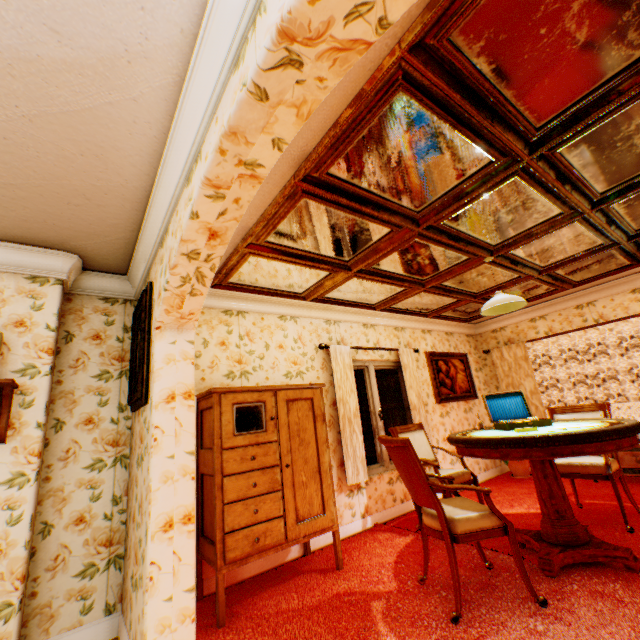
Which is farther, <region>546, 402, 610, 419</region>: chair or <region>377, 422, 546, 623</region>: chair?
<region>546, 402, 610, 419</region>: chair

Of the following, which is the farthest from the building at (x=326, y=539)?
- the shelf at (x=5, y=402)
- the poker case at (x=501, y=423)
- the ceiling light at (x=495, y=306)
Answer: the ceiling light at (x=495, y=306)

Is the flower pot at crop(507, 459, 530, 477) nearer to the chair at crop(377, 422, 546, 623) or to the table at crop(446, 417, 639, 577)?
the table at crop(446, 417, 639, 577)

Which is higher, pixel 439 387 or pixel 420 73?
pixel 420 73

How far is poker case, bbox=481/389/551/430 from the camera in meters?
3.3

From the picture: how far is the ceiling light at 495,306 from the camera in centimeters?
356cm

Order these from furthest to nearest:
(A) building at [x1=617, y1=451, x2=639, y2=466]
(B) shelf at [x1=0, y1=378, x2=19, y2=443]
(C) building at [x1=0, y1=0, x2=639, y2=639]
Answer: (A) building at [x1=617, y1=451, x2=639, y2=466]
(B) shelf at [x1=0, y1=378, x2=19, y2=443]
(C) building at [x1=0, y1=0, x2=639, y2=639]

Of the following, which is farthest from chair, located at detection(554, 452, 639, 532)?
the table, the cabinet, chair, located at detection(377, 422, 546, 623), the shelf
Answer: the shelf
